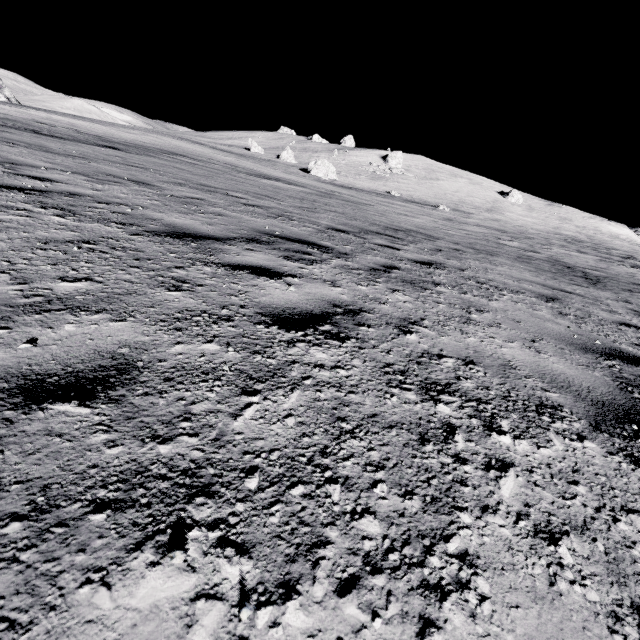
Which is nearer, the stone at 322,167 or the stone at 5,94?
the stone at 322,167

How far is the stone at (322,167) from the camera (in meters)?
40.12

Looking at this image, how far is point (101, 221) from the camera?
3.35m

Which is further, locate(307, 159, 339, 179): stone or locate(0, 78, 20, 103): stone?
locate(0, 78, 20, 103): stone

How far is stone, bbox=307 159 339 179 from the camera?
40.1m
